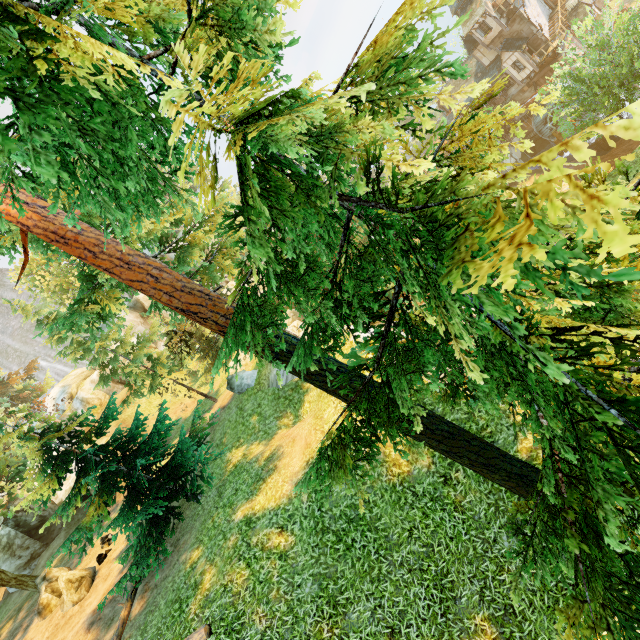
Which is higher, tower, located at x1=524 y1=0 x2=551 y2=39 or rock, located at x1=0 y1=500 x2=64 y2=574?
rock, located at x1=0 y1=500 x2=64 y2=574

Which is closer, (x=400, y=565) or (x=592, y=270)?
(x=592, y=270)

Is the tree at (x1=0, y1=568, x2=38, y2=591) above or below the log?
above

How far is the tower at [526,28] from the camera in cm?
3338

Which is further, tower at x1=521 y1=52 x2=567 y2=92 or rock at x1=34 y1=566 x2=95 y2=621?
tower at x1=521 y1=52 x2=567 y2=92

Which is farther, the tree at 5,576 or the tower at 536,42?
the tower at 536,42

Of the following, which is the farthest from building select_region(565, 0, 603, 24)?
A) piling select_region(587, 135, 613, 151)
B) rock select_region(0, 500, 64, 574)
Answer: rock select_region(0, 500, 64, 574)
